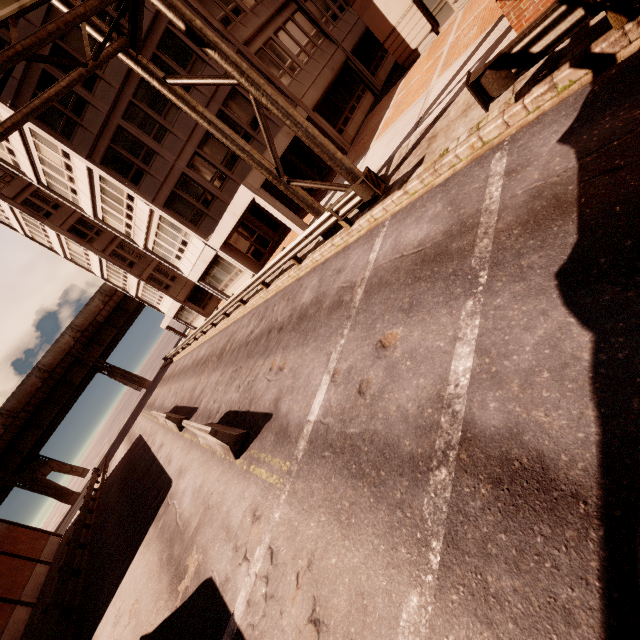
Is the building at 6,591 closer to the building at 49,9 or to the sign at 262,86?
the sign at 262,86

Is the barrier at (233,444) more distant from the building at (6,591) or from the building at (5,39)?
the building at (6,591)

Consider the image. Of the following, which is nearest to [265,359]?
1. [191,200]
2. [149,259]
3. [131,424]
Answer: [191,200]

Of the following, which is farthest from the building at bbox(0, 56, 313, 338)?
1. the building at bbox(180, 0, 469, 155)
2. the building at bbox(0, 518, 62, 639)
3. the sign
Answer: the building at bbox(0, 518, 62, 639)

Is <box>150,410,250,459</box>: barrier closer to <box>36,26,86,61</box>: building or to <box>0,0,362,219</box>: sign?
<box>0,0,362,219</box>: sign

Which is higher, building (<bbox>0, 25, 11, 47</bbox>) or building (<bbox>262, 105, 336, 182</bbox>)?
building (<bbox>0, 25, 11, 47</bbox>)

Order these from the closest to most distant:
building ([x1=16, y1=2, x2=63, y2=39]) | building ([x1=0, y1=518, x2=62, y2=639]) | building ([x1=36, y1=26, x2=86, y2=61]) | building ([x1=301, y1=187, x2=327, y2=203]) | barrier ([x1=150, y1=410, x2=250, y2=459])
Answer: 1. barrier ([x1=150, y1=410, x2=250, y2=459])
2. building ([x1=16, y1=2, x2=63, y2=39])
3. building ([x1=36, y1=26, x2=86, y2=61])
4. building ([x1=301, y1=187, x2=327, y2=203])
5. building ([x1=0, y1=518, x2=62, y2=639])

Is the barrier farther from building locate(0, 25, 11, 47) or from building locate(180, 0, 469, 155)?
building locate(180, 0, 469, 155)
